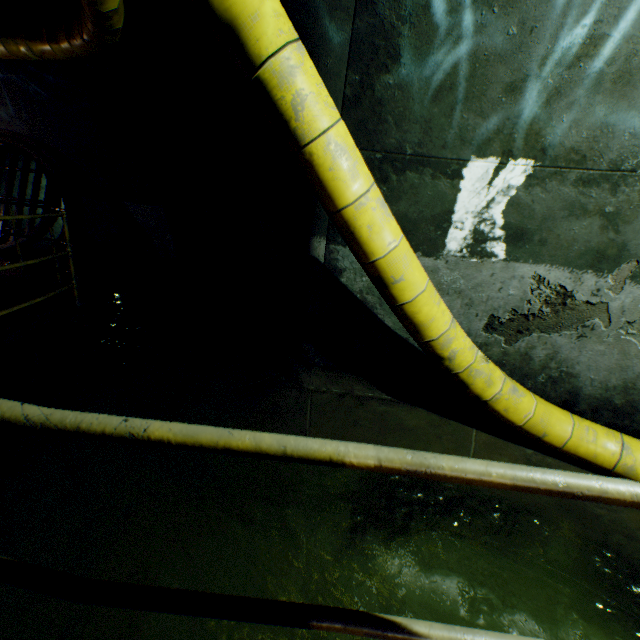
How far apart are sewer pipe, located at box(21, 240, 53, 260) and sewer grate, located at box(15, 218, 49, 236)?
0.0m

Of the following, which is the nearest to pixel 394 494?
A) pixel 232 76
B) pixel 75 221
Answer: pixel 232 76

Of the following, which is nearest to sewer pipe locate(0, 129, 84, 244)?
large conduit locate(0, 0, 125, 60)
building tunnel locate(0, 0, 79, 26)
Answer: building tunnel locate(0, 0, 79, 26)

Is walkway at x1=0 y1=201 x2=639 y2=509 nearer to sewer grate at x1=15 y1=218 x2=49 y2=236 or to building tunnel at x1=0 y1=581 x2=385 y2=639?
building tunnel at x1=0 y1=581 x2=385 y2=639

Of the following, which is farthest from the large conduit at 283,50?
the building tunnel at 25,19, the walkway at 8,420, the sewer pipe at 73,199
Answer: the sewer pipe at 73,199

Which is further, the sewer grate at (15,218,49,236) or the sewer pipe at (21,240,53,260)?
the sewer pipe at (21,240,53,260)

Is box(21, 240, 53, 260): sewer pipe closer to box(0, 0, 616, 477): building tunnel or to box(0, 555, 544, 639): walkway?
box(0, 0, 616, 477): building tunnel

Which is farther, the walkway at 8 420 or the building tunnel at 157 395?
the building tunnel at 157 395
